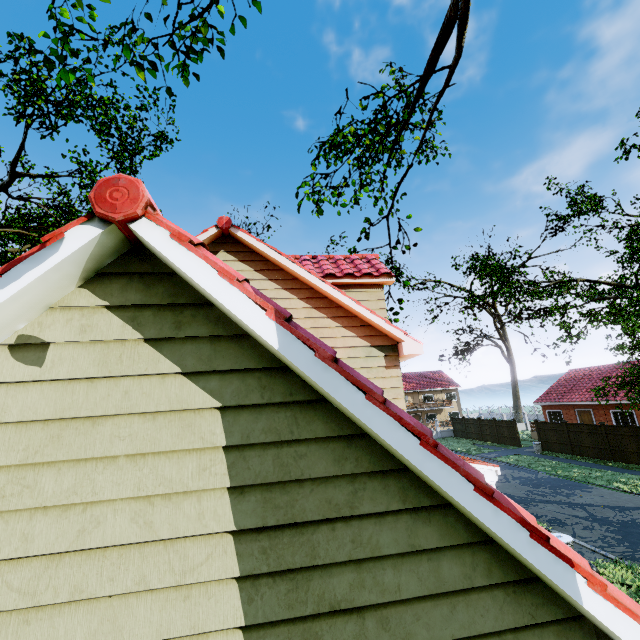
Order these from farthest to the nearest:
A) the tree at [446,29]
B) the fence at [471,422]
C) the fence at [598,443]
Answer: the fence at [471,422]
the fence at [598,443]
the tree at [446,29]

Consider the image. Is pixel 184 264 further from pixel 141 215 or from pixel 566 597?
pixel 566 597

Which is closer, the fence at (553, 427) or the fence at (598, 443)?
the fence at (598, 443)

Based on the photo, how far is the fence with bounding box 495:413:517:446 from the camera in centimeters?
3095cm

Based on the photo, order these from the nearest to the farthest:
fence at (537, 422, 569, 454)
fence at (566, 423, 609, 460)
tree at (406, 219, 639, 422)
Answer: tree at (406, 219, 639, 422) < fence at (566, 423, 609, 460) < fence at (537, 422, 569, 454)

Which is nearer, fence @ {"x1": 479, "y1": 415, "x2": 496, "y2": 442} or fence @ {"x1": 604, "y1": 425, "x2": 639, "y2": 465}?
fence @ {"x1": 604, "y1": 425, "x2": 639, "y2": 465}
